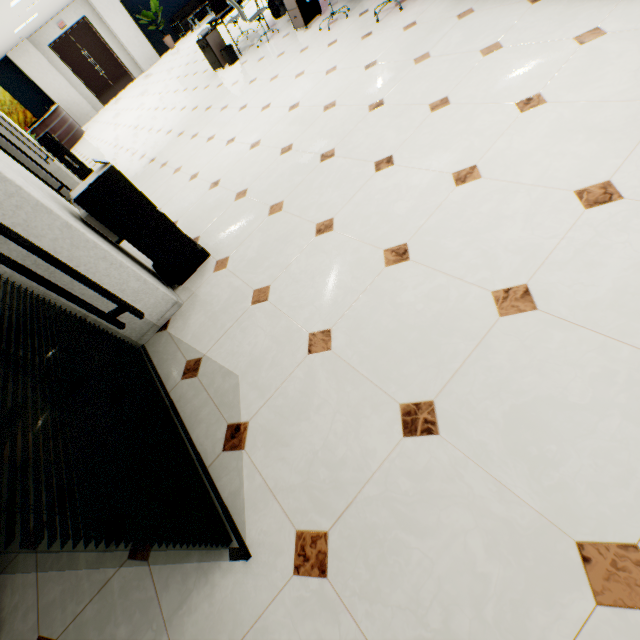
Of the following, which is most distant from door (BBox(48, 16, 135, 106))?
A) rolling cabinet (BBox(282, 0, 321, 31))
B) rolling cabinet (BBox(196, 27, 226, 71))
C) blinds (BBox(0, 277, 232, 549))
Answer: blinds (BBox(0, 277, 232, 549))

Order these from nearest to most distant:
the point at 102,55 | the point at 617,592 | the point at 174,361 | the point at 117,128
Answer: the point at 617,592, the point at 174,361, the point at 117,128, the point at 102,55

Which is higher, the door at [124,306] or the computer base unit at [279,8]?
the door at [124,306]

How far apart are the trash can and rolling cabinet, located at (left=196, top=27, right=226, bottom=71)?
0.1 meters

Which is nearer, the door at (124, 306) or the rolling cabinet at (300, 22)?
the door at (124, 306)

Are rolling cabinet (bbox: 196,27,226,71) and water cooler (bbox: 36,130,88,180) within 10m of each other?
yes

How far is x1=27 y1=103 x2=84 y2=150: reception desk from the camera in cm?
1155

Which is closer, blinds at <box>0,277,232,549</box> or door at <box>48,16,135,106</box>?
blinds at <box>0,277,232,549</box>
